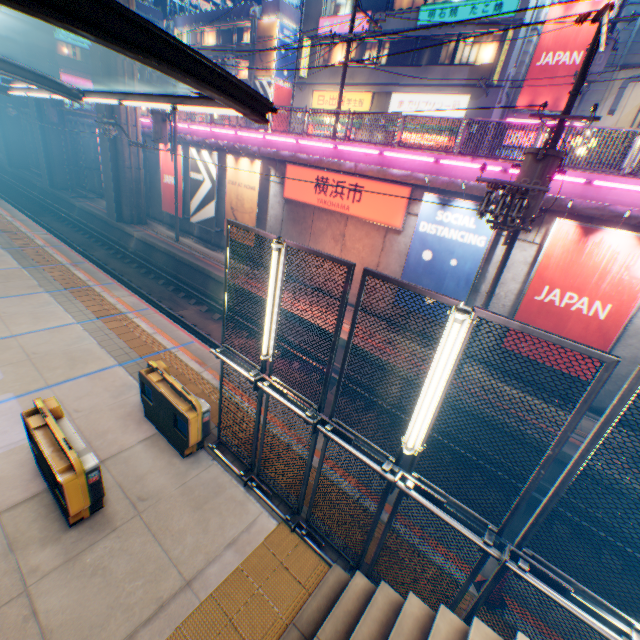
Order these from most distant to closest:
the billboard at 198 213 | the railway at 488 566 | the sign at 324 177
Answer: the billboard at 198 213, the sign at 324 177, the railway at 488 566

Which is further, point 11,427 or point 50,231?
point 50,231

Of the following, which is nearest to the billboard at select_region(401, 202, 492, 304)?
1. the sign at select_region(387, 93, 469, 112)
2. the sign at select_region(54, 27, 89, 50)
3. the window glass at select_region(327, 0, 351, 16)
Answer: the sign at select_region(387, 93, 469, 112)

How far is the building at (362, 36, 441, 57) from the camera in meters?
20.8

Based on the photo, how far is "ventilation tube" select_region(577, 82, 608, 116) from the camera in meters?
17.0 m

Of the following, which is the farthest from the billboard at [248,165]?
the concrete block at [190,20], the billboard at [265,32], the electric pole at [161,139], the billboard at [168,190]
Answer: the concrete block at [190,20]

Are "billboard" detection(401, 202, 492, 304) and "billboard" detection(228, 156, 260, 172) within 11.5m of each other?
yes

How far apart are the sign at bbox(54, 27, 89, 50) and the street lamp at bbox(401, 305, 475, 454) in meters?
58.4
